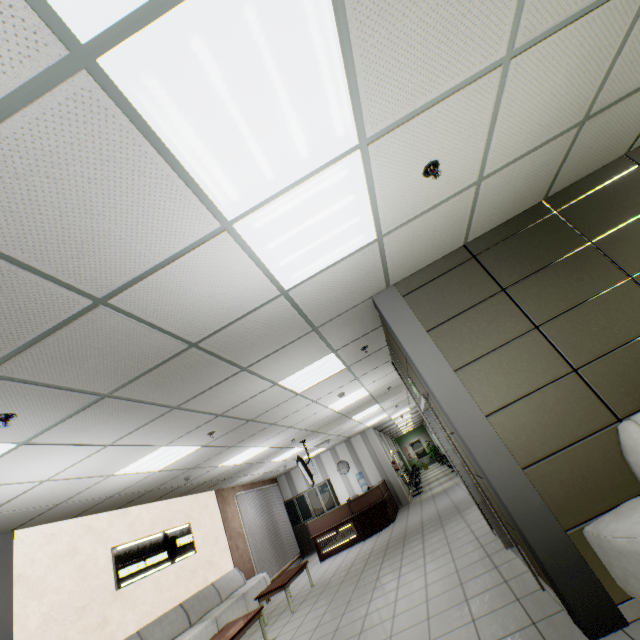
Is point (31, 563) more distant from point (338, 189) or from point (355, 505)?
point (355, 505)

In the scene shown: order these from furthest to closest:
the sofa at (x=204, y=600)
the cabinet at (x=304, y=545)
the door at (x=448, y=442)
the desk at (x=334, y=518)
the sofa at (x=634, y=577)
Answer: the cabinet at (x=304, y=545) < the desk at (x=334, y=518) < the sofa at (x=204, y=600) < the door at (x=448, y=442) < the sofa at (x=634, y=577)

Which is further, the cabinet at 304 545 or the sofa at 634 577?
the cabinet at 304 545

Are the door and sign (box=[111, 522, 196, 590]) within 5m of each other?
no

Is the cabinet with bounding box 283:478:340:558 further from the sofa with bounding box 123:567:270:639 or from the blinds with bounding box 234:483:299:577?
the sofa with bounding box 123:567:270:639

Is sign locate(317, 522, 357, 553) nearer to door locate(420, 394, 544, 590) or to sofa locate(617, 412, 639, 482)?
door locate(420, 394, 544, 590)

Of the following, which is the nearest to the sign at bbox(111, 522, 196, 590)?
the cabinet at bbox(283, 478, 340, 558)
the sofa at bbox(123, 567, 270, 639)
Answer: the sofa at bbox(123, 567, 270, 639)

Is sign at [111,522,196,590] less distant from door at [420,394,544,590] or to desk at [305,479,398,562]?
desk at [305,479,398,562]
